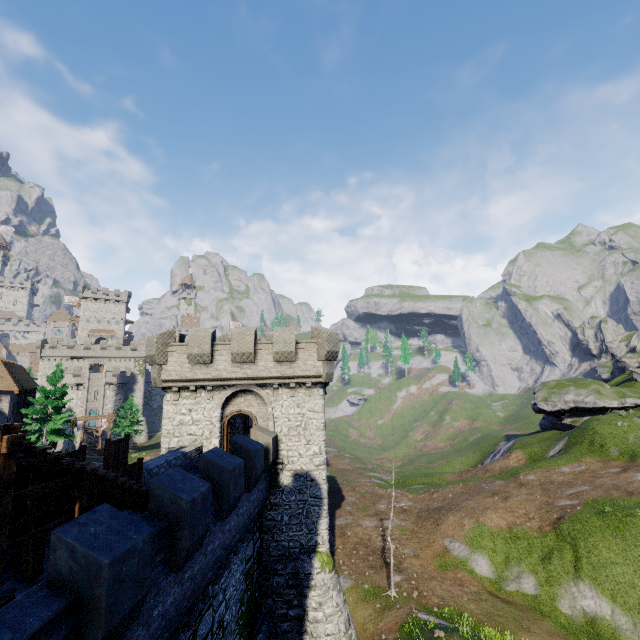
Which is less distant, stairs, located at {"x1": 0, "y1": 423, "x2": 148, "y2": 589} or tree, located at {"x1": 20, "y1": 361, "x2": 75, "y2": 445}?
stairs, located at {"x1": 0, "y1": 423, "x2": 148, "y2": 589}

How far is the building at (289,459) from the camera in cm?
1877

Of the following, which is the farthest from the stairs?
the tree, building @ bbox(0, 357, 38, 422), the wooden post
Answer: the tree

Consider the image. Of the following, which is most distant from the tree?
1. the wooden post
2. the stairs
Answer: the wooden post

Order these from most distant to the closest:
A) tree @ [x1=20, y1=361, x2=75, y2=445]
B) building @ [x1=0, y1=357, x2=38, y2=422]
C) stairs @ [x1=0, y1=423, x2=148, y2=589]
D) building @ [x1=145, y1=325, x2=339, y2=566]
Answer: building @ [x1=0, y1=357, x2=38, y2=422] → tree @ [x1=20, y1=361, x2=75, y2=445] → building @ [x1=145, y1=325, x2=339, y2=566] → stairs @ [x1=0, y1=423, x2=148, y2=589]

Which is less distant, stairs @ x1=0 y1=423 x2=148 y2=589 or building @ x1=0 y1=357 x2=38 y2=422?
stairs @ x1=0 y1=423 x2=148 y2=589

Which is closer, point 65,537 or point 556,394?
point 65,537

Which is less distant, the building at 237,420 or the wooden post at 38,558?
the wooden post at 38,558
